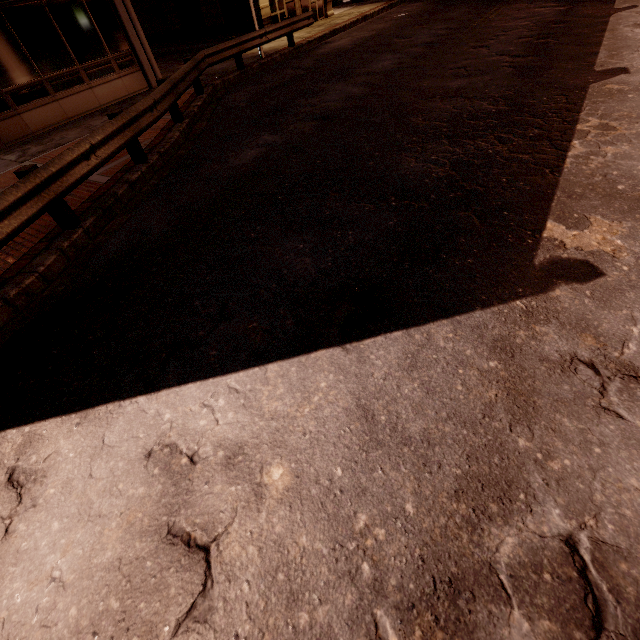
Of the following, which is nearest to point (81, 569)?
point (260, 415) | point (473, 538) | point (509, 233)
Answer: point (260, 415)

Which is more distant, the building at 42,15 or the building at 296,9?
the building at 296,9

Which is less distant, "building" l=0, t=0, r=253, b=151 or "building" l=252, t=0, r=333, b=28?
"building" l=0, t=0, r=253, b=151
